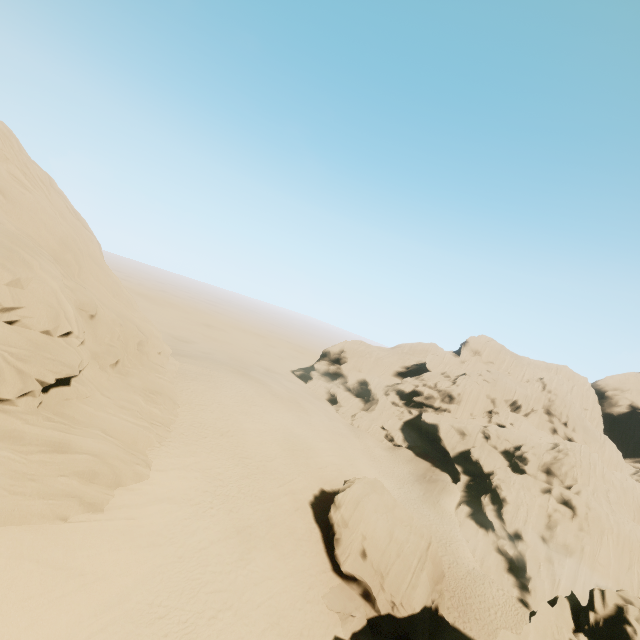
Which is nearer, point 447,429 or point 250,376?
point 250,376

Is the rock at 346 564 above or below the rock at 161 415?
below

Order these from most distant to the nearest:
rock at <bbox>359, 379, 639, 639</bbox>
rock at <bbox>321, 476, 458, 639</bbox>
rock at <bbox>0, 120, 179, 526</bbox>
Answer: rock at <bbox>321, 476, 458, 639</bbox> < rock at <bbox>359, 379, 639, 639</bbox> < rock at <bbox>0, 120, 179, 526</bbox>

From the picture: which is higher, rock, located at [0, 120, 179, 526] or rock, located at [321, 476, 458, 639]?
rock, located at [0, 120, 179, 526]

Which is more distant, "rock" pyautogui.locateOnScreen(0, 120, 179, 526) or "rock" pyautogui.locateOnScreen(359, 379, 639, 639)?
"rock" pyautogui.locateOnScreen(359, 379, 639, 639)

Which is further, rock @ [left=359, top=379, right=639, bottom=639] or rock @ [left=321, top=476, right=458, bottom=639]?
rock @ [left=321, top=476, right=458, bottom=639]

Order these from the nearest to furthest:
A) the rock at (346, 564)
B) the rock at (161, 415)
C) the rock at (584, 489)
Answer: the rock at (161, 415), the rock at (584, 489), the rock at (346, 564)
